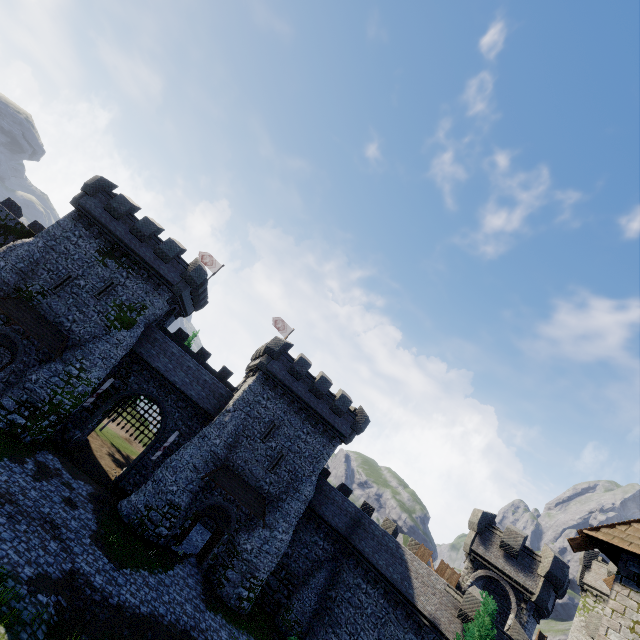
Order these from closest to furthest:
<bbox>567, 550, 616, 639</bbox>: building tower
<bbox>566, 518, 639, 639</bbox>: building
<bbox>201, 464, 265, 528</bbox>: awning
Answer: <bbox>566, 518, 639, 639</bbox>: building → <bbox>201, 464, 265, 528</bbox>: awning → <bbox>567, 550, 616, 639</bbox>: building tower

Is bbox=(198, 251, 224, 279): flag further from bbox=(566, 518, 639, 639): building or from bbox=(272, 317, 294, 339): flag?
bbox=(566, 518, 639, 639): building

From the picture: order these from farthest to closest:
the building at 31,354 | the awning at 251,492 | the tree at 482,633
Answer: the awning at 251,492 < the building at 31,354 < the tree at 482,633

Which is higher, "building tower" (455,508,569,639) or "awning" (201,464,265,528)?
"building tower" (455,508,569,639)

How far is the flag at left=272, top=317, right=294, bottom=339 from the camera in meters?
37.9 m

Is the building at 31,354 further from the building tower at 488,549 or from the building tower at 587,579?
the building tower at 587,579

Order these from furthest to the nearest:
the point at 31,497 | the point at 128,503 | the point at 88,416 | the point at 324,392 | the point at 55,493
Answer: the point at 324,392 → the point at 88,416 → the point at 128,503 → the point at 55,493 → the point at 31,497

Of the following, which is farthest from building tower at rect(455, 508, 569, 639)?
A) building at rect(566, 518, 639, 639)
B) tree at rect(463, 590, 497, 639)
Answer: building at rect(566, 518, 639, 639)
